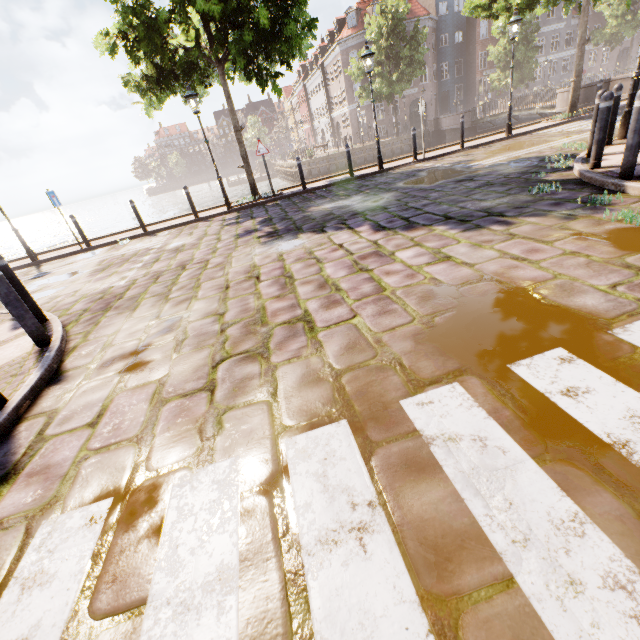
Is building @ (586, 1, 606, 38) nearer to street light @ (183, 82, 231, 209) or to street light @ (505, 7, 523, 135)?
street light @ (505, 7, 523, 135)

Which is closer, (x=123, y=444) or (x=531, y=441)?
(x=531, y=441)

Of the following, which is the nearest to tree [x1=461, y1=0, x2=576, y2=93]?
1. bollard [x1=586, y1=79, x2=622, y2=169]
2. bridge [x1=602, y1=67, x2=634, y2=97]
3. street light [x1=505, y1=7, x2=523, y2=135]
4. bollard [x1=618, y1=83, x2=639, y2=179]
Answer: street light [x1=505, y1=7, x2=523, y2=135]

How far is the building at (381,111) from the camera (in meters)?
39.62

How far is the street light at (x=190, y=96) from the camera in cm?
1008

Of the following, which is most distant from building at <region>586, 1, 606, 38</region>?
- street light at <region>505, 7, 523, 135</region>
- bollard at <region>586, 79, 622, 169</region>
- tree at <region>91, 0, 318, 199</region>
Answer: bollard at <region>586, 79, 622, 169</region>

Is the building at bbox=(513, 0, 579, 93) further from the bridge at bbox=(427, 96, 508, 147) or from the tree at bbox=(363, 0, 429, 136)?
the bridge at bbox=(427, 96, 508, 147)

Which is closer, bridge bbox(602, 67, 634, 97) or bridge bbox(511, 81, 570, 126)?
bridge bbox(602, 67, 634, 97)
